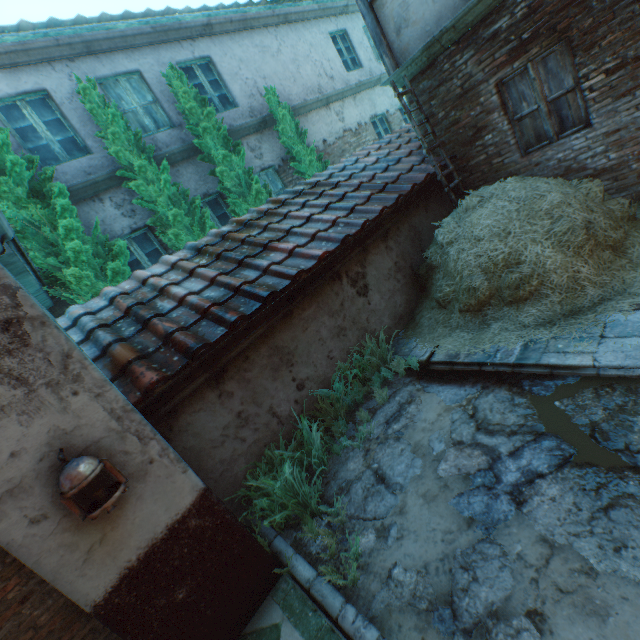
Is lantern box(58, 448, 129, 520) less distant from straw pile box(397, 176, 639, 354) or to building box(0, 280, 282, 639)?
building box(0, 280, 282, 639)

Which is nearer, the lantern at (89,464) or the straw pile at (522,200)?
the lantern at (89,464)

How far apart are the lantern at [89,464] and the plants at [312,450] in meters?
1.3 m

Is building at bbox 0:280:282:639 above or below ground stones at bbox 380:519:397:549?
above

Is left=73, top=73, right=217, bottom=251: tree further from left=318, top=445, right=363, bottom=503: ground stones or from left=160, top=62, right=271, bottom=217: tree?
left=318, top=445, right=363, bottom=503: ground stones

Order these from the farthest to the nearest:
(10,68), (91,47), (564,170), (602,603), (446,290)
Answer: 1. (91,47)
2. (10,68)
3. (564,170)
4. (446,290)
5. (602,603)

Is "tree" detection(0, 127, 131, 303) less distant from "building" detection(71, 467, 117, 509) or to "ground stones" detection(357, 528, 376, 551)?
"building" detection(71, 467, 117, 509)

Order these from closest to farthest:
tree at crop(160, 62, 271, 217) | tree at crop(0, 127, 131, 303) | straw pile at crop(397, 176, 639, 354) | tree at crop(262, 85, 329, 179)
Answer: straw pile at crop(397, 176, 639, 354) < tree at crop(0, 127, 131, 303) < tree at crop(160, 62, 271, 217) < tree at crop(262, 85, 329, 179)
